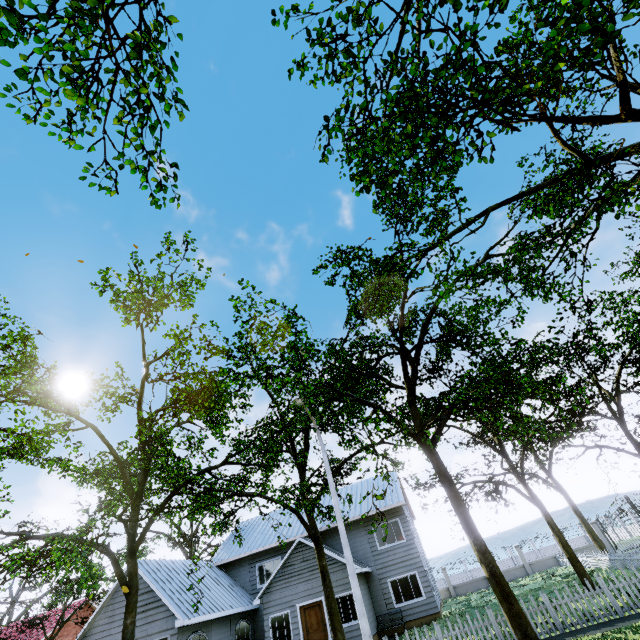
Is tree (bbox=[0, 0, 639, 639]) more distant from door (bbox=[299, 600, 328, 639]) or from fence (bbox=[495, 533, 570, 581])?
door (bbox=[299, 600, 328, 639])

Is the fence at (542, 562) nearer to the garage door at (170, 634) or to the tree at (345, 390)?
the tree at (345, 390)

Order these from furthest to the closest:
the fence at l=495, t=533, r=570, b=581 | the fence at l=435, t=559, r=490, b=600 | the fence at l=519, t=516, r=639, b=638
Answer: the fence at l=435, t=559, r=490, b=600 → the fence at l=495, t=533, r=570, b=581 → the fence at l=519, t=516, r=639, b=638

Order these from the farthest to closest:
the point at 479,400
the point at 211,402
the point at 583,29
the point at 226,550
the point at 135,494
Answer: the point at 226,550
the point at 211,402
the point at 135,494
the point at 479,400
the point at 583,29

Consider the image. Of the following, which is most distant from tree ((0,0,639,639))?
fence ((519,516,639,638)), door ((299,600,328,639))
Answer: door ((299,600,328,639))

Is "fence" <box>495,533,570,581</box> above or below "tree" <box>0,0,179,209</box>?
below

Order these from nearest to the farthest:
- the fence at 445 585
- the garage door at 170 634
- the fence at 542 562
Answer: the garage door at 170 634, the fence at 542 562, the fence at 445 585

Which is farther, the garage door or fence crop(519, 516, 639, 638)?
the garage door
